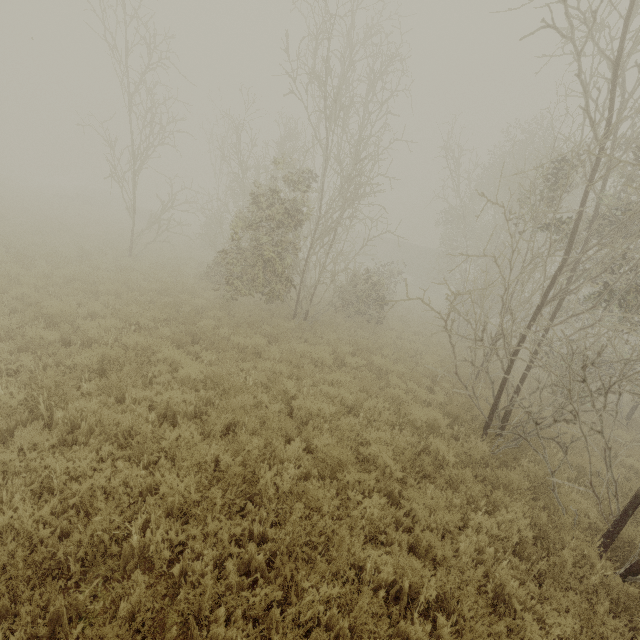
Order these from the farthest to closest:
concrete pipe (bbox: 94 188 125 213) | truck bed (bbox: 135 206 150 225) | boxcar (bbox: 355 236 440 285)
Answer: boxcar (bbox: 355 236 440 285)
concrete pipe (bbox: 94 188 125 213)
truck bed (bbox: 135 206 150 225)

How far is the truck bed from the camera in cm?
3093

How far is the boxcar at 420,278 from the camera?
38.41m

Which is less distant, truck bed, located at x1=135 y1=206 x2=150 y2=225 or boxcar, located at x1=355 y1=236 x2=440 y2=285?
truck bed, located at x1=135 y1=206 x2=150 y2=225

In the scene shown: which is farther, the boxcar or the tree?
the boxcar

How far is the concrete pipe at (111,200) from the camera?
37.0m

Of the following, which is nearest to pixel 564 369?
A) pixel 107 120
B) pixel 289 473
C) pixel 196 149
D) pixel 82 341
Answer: pixel 289 473

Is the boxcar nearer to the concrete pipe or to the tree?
the concrete pipe
